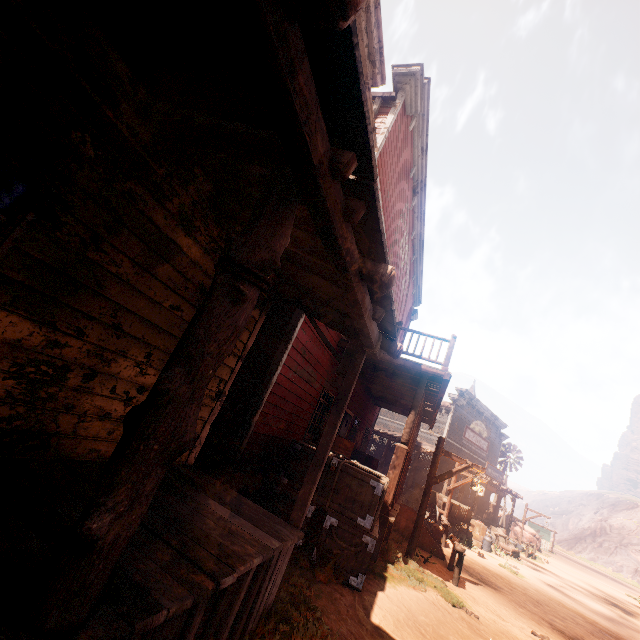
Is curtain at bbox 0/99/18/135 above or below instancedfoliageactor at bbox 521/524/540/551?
above

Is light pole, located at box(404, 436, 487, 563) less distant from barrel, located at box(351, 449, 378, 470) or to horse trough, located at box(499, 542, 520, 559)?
barrel, located at box(351, 449, 378, 470)

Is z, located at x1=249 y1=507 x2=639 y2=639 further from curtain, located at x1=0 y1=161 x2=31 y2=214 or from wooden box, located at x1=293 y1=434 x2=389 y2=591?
curtain, located at x1=0 y1=161 x2=31 y2=214

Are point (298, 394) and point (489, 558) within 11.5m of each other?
no

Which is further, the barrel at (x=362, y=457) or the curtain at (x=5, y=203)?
the barrel at (x=362, y=457)

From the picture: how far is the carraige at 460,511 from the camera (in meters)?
15.36

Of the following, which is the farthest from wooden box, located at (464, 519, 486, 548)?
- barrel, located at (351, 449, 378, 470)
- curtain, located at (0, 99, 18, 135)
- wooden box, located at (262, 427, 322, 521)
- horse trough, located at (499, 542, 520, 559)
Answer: wooden box, located at (262, 427, 322, 521)

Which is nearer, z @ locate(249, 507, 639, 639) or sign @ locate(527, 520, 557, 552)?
z @ locate(249, 507, 639, 639)
